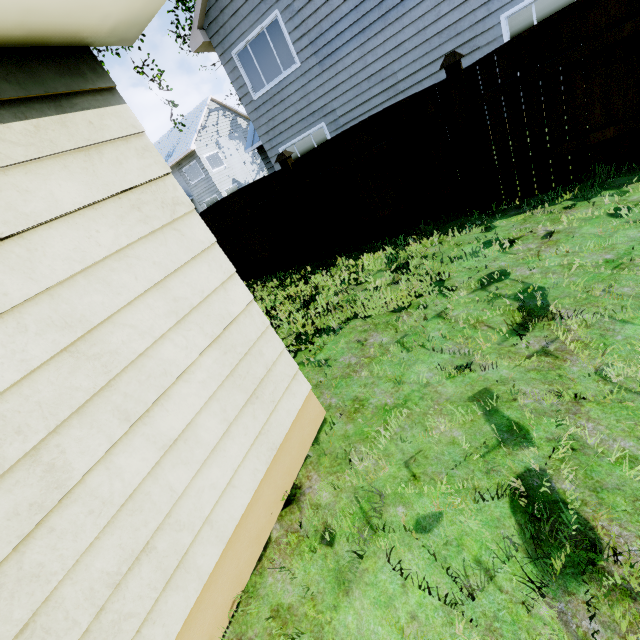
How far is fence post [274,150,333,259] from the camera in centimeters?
602cm

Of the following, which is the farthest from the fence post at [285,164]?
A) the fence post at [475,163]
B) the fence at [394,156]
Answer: the fence post at [475,163]

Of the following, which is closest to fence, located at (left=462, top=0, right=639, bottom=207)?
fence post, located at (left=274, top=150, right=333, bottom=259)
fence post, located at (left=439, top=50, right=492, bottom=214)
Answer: fence post, located at (left=439, top=50, right=492, bottom=214)

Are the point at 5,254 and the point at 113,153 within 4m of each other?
yes

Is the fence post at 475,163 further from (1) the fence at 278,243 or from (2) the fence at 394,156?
(1) the fence at 278,243

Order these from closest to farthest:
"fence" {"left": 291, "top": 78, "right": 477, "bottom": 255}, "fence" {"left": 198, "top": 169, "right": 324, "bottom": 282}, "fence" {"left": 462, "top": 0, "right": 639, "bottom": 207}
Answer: "fence" {"left": 462, "top": 0, "right": 639, "bottom": 207} → "fence" {"left": 291, "top": 78, "right": 477, "bottom": 255} → "fence" {"left": 198, "top": 169, "right": 324, "bottom": 282}

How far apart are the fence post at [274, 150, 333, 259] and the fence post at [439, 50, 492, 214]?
2.71m
